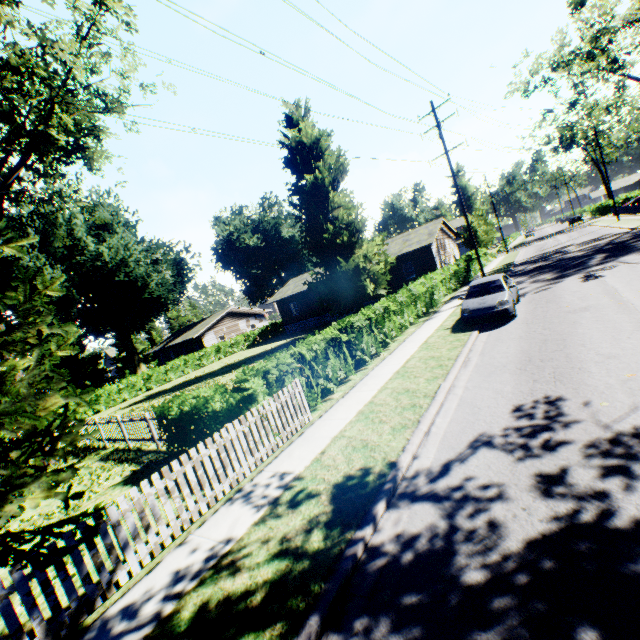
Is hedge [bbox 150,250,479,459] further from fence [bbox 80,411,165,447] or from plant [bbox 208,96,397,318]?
fence [bbox 80,411,165,447]

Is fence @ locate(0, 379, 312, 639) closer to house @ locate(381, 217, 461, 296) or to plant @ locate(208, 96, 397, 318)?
plant @ locate(208, 96, 397, 318)

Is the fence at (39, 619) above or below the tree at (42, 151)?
below

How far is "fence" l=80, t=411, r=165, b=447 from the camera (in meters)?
11.59

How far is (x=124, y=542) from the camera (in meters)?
5.17

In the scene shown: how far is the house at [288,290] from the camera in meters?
37.3

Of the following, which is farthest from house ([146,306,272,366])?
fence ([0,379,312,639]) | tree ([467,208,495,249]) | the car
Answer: the car

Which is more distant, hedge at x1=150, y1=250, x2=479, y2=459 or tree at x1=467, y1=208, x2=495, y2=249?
tree at x1=467, y1=208, x2=495, y2=249
